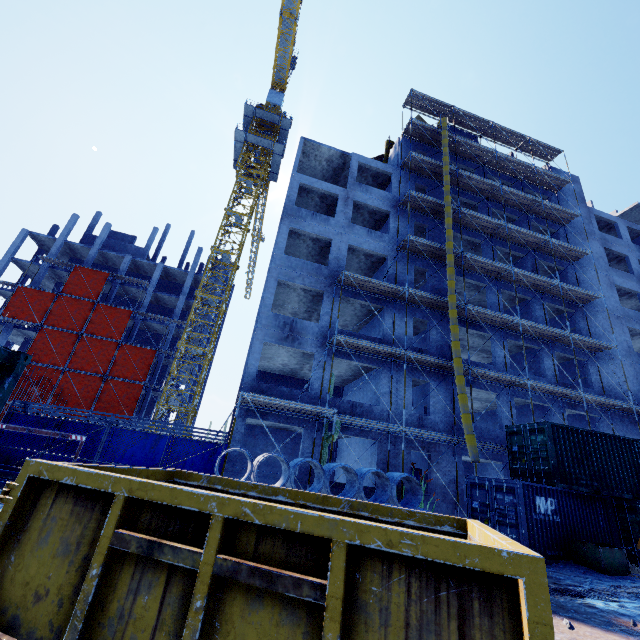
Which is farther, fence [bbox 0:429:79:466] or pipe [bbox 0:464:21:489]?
fence [bbox 0:429:79:466]

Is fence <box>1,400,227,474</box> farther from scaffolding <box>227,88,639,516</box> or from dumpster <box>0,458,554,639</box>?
dumpster <box>0,458,554,639</box>

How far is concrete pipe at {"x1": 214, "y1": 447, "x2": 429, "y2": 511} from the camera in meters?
10.7 m

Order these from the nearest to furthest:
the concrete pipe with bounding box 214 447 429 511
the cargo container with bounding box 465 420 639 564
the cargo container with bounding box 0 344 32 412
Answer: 1. the cargo container with bounding box 0 344 32 412
2. the concrete pipe with bounding box 214 447 429 511
3. the cargo container with bounding box 465 420 639 564

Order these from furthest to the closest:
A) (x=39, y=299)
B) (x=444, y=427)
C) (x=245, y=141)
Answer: (x=245, y=141)
(x=39, y=299)
(x=444, y=427)

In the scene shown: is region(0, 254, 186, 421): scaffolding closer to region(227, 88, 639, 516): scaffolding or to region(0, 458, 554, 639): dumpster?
region(0, 458, 554, 639): dumpster

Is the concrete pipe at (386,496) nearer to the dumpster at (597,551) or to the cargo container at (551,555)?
the cargo container at (551,555)

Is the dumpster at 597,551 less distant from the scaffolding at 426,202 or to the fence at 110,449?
the scaffolding at 426,202
